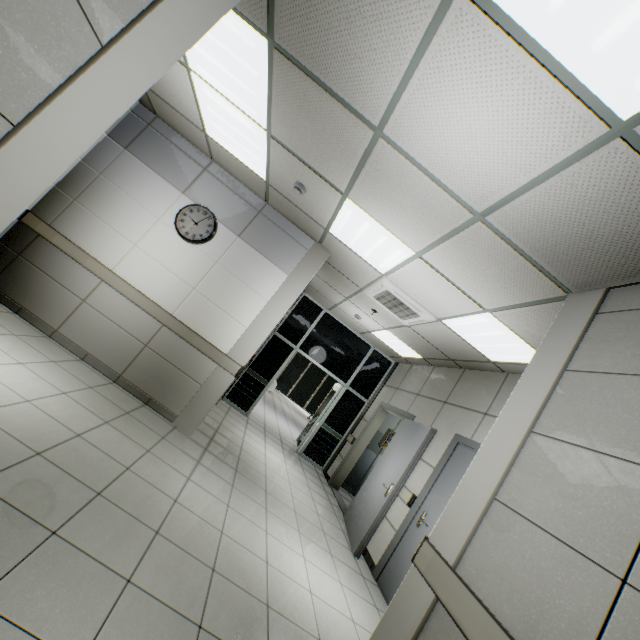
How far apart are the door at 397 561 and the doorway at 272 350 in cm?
380

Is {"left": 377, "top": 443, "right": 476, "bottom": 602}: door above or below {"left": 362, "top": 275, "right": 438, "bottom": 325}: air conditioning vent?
below

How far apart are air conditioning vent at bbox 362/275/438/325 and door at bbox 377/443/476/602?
1.8m

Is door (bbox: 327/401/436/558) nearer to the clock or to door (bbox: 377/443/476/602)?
door (bbox: 377/443/476/602)

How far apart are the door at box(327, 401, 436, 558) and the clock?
4.22m

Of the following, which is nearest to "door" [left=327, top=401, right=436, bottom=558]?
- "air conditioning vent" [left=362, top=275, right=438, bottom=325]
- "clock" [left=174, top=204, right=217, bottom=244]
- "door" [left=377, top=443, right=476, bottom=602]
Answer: "door" [left=377, top=443, right=476, bottom=602]

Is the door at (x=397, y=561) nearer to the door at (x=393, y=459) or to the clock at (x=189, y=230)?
the door at (x=393, y=459)

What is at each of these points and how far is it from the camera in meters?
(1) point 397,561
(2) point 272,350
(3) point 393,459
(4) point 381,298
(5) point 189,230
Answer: (1) door, 4.0 m
(2) doorway, 7.9 m
(3) door, 5.2 m
(4) air conditioning vent, 5.0 m
(5) clock, 4.6 m
